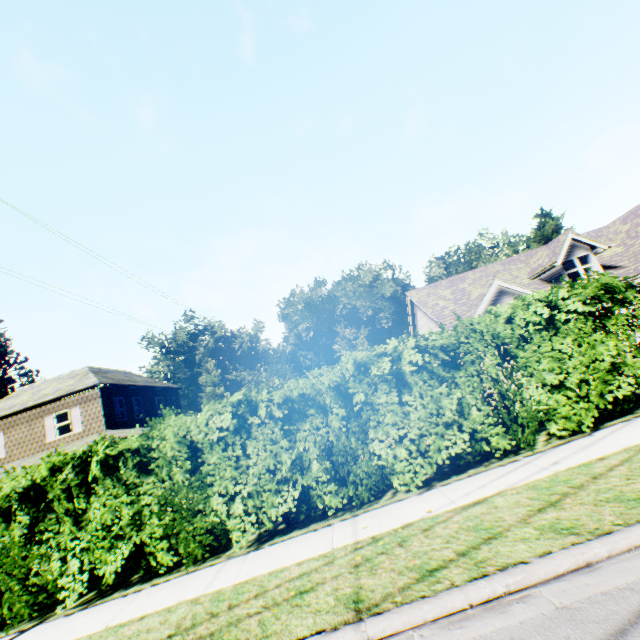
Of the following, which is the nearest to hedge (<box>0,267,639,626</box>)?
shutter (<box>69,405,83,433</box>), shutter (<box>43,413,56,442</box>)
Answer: shutter (<box>69,405,83,433</box>)

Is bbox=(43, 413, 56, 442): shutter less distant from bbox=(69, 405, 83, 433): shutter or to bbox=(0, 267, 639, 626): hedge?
bbox=(69, 405, 83, 433): shutter

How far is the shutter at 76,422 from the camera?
19.95m

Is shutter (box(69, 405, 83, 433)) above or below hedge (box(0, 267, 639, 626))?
above

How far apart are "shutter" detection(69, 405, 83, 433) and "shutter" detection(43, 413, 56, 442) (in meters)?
0.99

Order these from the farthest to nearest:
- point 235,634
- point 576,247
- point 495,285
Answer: point 576,247 < point 495,285 < point 235,634

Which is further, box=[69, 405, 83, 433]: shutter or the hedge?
box=[69, 405, 83, 433]: shutter

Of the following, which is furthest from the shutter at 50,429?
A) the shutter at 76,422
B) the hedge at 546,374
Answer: the hedge at 546,374
